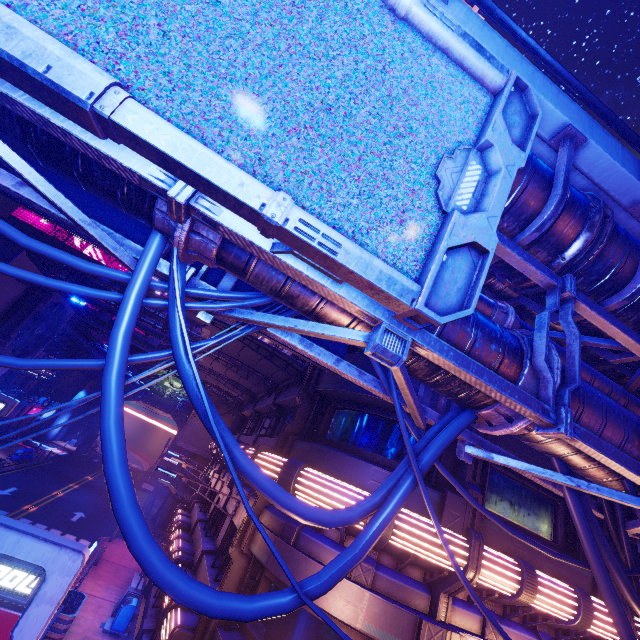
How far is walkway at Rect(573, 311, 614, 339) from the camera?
5.6 meters

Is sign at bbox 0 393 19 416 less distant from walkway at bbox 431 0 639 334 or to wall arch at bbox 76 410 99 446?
walkway at bbox 431 0 639 334

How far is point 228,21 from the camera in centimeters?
269cm

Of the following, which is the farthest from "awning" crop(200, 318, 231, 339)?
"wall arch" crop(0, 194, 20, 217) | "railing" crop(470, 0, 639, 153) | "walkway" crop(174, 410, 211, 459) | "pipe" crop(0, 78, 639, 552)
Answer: "walkway" crop(174, 410, 211, 459)

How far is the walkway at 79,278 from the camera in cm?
3056

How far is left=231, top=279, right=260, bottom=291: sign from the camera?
5.3m

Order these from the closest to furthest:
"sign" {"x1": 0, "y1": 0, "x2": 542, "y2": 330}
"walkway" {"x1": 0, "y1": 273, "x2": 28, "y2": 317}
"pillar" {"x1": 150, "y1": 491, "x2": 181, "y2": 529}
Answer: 1. "sign" {"x1": 0, "y1": 0, "x2": 542, "y2": 330}
2. "walkway" {"x1": 0, "y1": 273, "x2": 28, "y2": 317}
3. "pillar" {"x1": 150, "y1": 491, "x2": 181, "y2": 529}

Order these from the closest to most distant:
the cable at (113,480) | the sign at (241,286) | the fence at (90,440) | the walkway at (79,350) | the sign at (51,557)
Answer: the cable at (113,480)
the sign at (51,557)
the sign at (241,286)
the walkway at (79,350)
the fence at (90,440)
